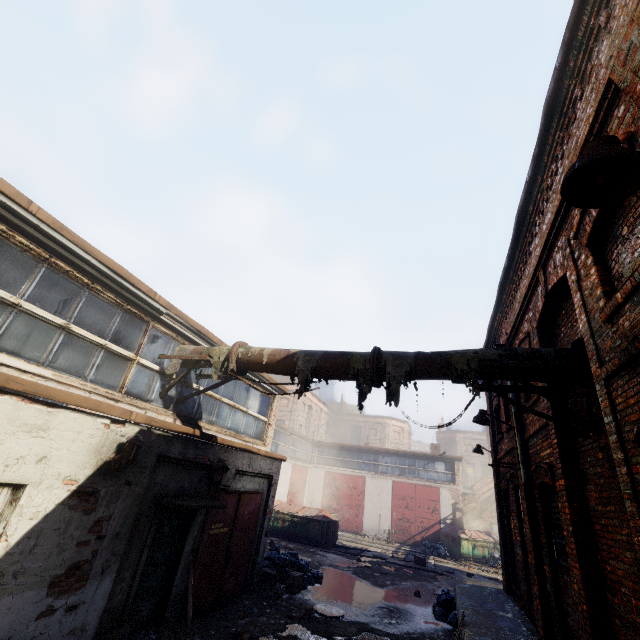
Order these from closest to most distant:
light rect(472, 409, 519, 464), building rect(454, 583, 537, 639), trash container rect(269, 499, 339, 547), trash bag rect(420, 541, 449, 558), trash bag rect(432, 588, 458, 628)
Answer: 1. building rect(454, 583, 537, 639)
2. light rect(472, 409, 519, 464)
3. trash bag rect(432, 588, 458, 628)
4. trash container rect(269, 499, 339, 547)
5. trash bag rect(420, 541, 449, 558)

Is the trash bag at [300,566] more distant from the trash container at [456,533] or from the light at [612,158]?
the trash container at [456,533]

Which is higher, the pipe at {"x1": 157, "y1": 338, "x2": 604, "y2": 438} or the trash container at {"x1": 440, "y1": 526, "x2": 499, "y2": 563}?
the pipe at {"x1": 157, "y1": 338, "x2": 604, "y2": 438}

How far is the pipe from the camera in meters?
4.8 m

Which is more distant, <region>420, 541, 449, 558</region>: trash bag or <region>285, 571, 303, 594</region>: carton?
<region>420, 541, 449, 558</region>: trash bag

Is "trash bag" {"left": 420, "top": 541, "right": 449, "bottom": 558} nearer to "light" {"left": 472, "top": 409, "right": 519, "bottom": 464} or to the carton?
the carton

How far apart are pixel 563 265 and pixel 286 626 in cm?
1007

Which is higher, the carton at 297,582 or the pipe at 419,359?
the pipe at 419,359
